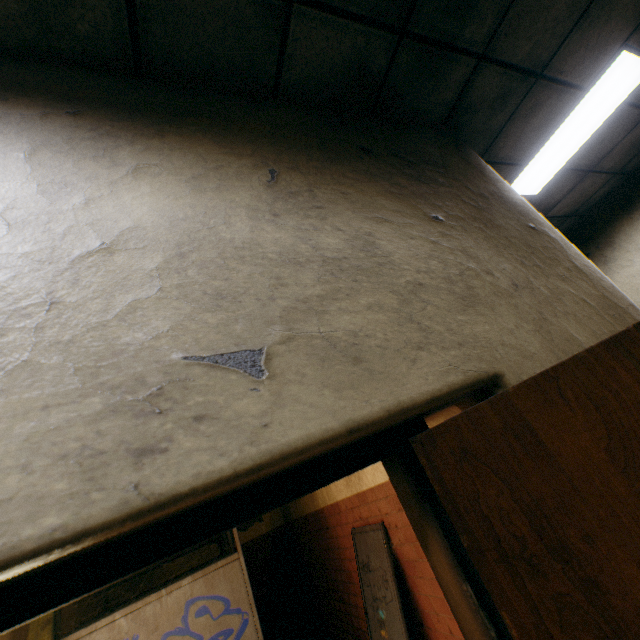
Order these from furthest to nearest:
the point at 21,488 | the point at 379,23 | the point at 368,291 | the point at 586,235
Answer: the point at 586,235 → the point at 379,23 → the point at 368,291 → the point at 21,488

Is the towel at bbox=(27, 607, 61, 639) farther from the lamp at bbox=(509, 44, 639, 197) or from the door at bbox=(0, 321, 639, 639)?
the lamp at bbox=(509, 44, 639, 197)

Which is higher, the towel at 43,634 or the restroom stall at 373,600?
the towel at 43,634

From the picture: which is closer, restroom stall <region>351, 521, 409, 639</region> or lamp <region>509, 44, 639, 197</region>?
lamp <region>509, 44, 639, 197</region>

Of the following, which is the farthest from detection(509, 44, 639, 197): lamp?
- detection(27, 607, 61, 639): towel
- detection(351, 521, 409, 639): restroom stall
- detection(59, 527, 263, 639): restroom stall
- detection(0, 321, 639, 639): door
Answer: detection(27, 607, 61, 639): towel

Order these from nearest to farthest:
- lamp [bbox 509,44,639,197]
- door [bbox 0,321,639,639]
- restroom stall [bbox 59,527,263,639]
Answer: door [bbox 0,321,639,639] → lamp [bbox 509,44,639,197] → restroom stall [bbox 59,527,263,639]

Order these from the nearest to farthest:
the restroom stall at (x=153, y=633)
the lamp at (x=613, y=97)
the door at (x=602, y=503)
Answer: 1. the door at (x=602, y=503)
2. the lamp at (x=613, y=97)
3. the restroom stall at (x=153, y=633)

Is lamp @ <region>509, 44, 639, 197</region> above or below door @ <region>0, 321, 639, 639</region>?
above
